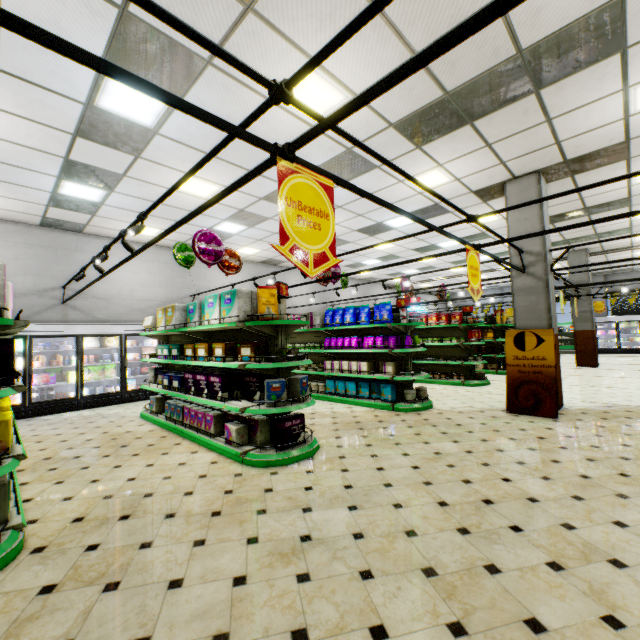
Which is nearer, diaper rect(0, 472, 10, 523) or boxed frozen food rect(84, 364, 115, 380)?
diaper rect(0, 472, 10, 523)

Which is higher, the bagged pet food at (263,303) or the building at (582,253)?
the building at (582,253)

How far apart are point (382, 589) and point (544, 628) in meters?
0.9 m

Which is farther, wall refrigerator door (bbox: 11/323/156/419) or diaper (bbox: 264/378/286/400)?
wall refrigerator door (bbox: 11/323/156/419)

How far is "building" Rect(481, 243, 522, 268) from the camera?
7.0m

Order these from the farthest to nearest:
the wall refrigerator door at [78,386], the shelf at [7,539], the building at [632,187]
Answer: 1. the wall refrigerator door at [78,386]
2. the building at [632,187]
3. the shelf at [7,539]

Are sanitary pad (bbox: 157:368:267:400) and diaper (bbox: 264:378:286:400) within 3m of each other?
yes

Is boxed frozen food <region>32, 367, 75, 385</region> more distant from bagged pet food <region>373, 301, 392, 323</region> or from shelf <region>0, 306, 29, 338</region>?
bagged pet food <region>373, 301, 392, 323</region>
